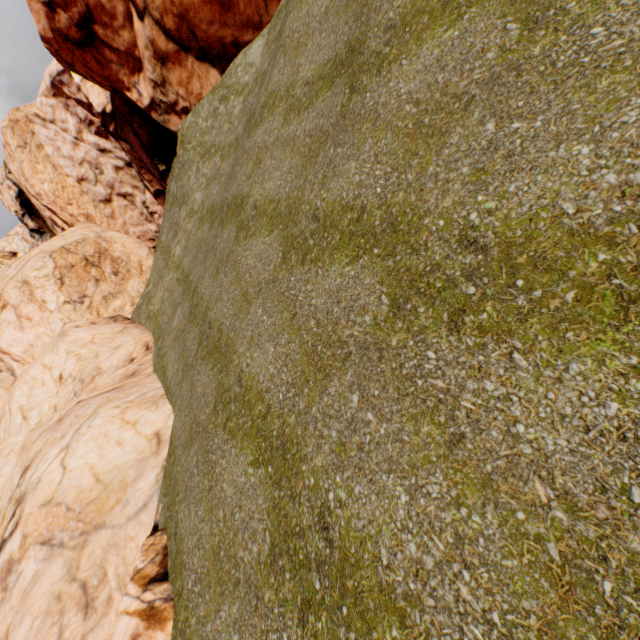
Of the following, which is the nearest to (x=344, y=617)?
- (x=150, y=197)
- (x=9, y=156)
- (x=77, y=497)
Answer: (x=77, y=497)
